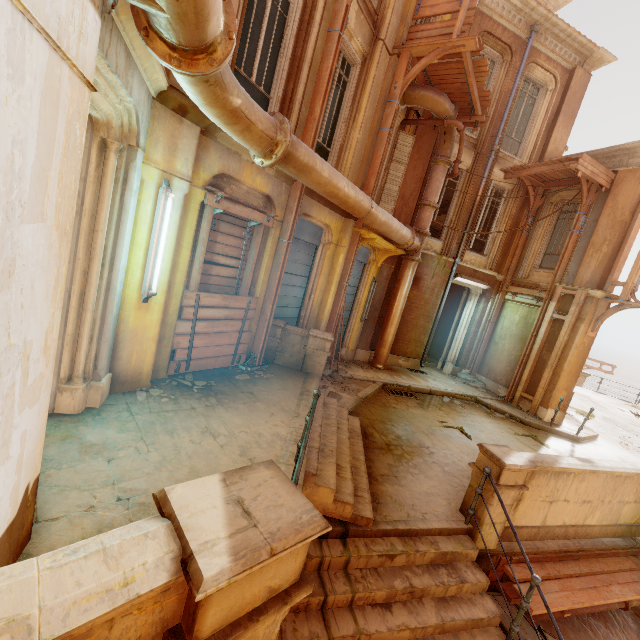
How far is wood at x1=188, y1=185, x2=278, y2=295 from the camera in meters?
5.2

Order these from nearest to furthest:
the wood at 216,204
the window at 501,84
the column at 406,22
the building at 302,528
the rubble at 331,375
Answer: the building at 302,528 < the wood at 216,204 < the column at 406,22 < the rubble at 331,375 < the window at 501,84

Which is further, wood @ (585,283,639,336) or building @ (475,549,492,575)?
wood @ (585,283,639,336)

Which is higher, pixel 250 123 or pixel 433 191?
pixel 433 191

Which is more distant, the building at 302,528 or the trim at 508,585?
the trim at 508,585

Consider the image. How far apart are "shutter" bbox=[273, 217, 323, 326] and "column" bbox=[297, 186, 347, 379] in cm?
0

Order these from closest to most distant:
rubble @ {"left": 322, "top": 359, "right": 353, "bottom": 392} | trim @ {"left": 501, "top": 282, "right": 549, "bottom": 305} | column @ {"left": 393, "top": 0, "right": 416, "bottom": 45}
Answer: column @ {"left": 393, "top": 0, "right": 416, "bottom": 45}, rubble @ {"left": 322, "top": 359, "right": 353, "bottom": 392}, trim @ {"left": 501, "top": 282, "right": 549, "bottom": 305}

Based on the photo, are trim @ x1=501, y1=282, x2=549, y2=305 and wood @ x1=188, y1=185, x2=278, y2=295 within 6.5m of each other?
no
